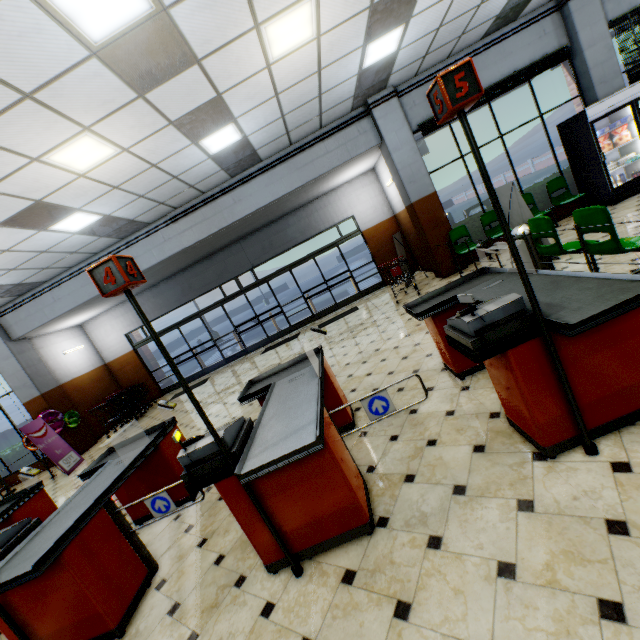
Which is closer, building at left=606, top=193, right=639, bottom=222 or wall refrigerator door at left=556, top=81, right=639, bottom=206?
building at left=606, top=193, right=639, bottom=222

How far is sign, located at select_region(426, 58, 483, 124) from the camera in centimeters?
168cm

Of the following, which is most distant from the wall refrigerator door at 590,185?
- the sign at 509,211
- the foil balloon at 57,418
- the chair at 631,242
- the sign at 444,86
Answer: the foil balloon at 57,418

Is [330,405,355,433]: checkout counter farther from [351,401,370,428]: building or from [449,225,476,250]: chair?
[449,225,476,250]: chair

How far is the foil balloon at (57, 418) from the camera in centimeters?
915cm

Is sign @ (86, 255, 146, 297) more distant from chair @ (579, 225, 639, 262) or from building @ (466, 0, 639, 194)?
chair @ (579, 225, 639, 262)

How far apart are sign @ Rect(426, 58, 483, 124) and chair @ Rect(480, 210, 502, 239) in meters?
6.8 m

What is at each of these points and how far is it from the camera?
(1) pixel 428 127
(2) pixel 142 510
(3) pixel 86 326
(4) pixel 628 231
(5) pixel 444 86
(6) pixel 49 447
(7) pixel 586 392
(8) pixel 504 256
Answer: (1) curtain, 8.2m
(2) checkout counter, 4.1m
(3) building, 12.6m
(4) building, 5.6m
(5) sign, 1.7m
(6) sign, 8.5m
(7) checkout counter, 2.1m
(8) building, 8.0m
